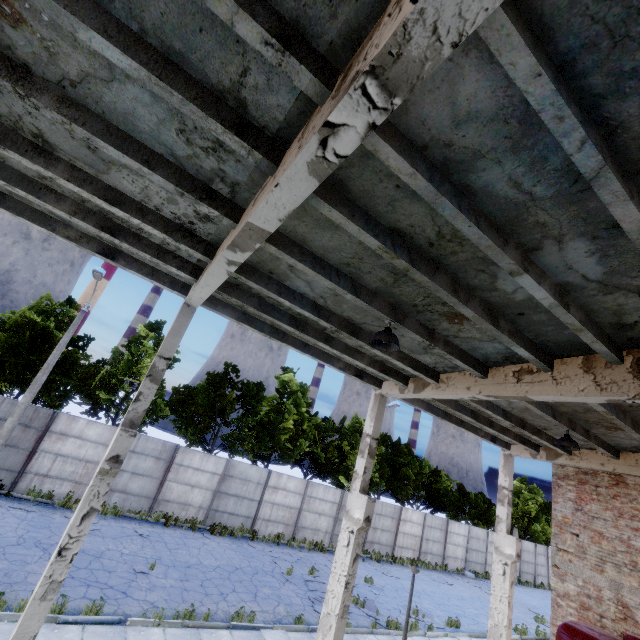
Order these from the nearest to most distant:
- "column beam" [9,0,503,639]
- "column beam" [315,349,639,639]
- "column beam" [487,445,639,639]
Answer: "column beam" [9,0,503,639] → "column beam" [315,349,639,639] → "column beam" [487,445,639,639]

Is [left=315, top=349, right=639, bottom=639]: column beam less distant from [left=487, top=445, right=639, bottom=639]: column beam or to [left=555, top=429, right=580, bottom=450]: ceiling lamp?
[left=555, top=429, right=580, bottom=450]: ceiling lamp

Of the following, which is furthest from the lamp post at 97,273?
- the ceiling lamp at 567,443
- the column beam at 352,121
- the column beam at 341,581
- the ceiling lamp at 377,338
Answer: the ceiling lamp at 567,443

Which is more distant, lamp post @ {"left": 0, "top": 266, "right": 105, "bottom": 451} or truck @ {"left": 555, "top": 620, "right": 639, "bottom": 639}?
lamp post @ {"left": 0, "top": 266, "right": 105, "bottom": 451}

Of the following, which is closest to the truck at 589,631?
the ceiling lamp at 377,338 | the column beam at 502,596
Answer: the column beam at 502,596

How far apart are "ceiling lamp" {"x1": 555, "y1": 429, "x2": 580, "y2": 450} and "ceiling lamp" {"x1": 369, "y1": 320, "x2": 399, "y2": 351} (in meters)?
6.20

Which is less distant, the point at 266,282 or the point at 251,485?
the point at 266,282

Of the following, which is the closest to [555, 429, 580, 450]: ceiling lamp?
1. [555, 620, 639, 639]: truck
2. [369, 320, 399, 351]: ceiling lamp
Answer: [555, 620, 639, 639]: truck
